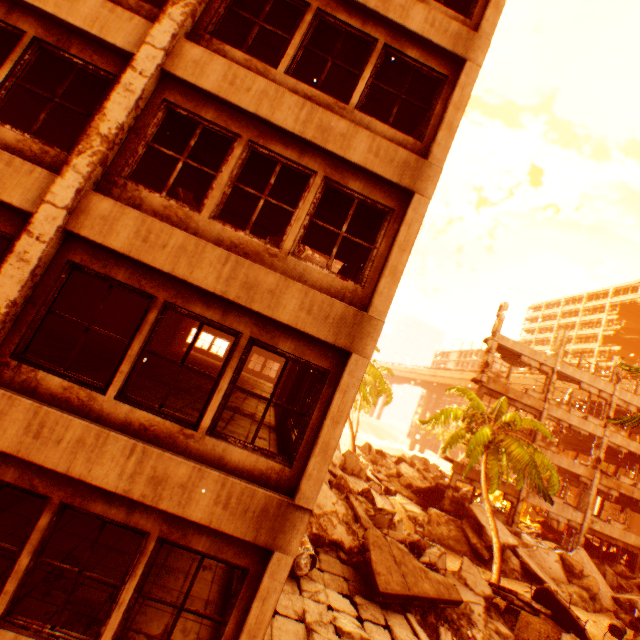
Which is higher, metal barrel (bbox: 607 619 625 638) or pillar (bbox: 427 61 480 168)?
pillar (bbox: 427 61 480 168)

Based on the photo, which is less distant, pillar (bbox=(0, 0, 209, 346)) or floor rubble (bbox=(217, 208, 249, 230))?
pillar (bbox=(0, 0, 209, 346))

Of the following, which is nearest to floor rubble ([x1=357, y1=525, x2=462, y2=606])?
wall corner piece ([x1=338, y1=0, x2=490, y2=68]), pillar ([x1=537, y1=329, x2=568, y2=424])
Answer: wall corner piece ([x1=338, y1=0, x2=490, y2=68])

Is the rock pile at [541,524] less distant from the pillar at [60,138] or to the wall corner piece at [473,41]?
the wall corner piece at [473,41]

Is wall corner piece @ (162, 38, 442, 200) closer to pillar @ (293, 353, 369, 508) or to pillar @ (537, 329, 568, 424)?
pillar @ (293, 353, 369, 508)

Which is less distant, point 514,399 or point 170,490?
point 170,490

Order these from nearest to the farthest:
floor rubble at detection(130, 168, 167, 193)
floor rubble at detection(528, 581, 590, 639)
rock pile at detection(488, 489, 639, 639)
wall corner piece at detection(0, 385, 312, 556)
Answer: wall corner piece at detection(0, 385, 312, 556), floor rubble at detection(130, 168, 167, 193), floor rubble at detection(528, 581, 590, 639), rock pile at detection(488, 489, 639, 639)

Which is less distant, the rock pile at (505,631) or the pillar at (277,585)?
the pillar at (277,585)
